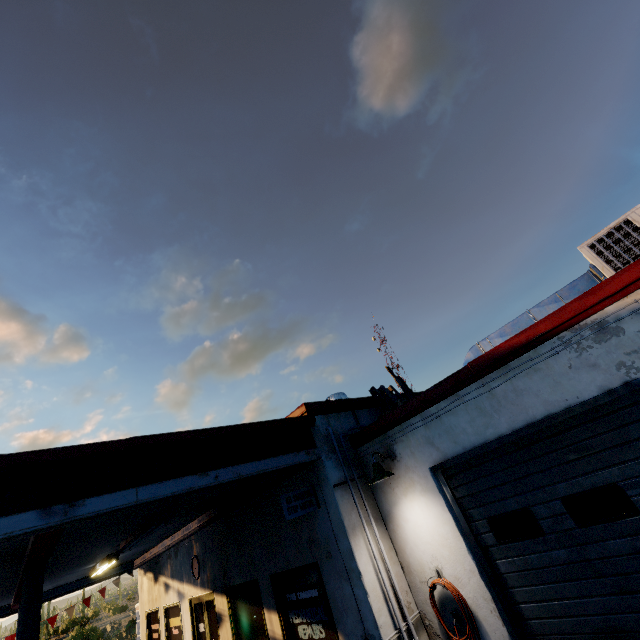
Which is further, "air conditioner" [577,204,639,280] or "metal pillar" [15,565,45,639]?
"metal pillar" [15,565,45,639]

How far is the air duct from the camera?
4.89m

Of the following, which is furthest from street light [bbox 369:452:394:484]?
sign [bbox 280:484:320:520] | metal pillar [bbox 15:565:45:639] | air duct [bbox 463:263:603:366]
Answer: metal pillar [bbox 15:565:45:639]

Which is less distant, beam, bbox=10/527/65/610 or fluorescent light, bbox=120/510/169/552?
beam, bbox=10/527/65/610

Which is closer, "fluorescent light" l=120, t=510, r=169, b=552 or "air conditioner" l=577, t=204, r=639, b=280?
"air conditioner" l=577, t=204, r=639, b=280

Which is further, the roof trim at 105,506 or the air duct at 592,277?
the air duct at 592,277

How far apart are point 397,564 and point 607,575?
2.9 meters

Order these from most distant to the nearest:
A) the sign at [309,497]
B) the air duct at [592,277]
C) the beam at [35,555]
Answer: the sign at [309,497]
the air duct at [592,277]
the beam at [35,555]
